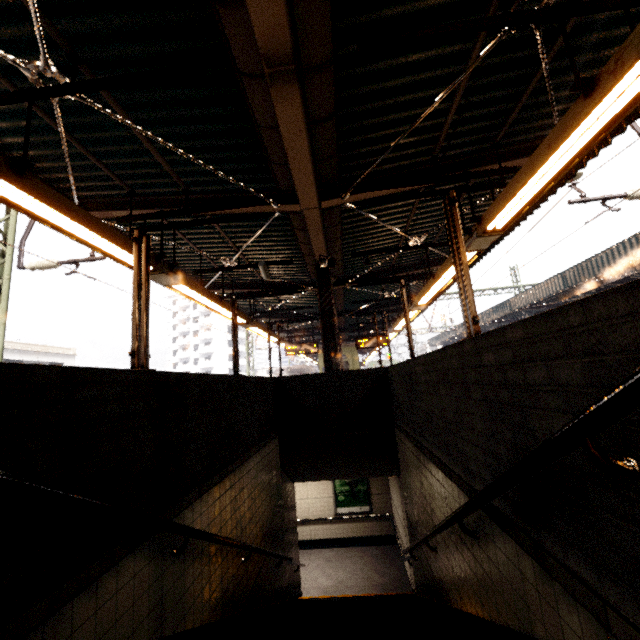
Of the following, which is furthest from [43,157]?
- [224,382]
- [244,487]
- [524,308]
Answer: [524,308]

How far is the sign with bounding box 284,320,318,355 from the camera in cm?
1439

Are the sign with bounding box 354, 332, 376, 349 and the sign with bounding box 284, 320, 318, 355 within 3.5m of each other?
yes

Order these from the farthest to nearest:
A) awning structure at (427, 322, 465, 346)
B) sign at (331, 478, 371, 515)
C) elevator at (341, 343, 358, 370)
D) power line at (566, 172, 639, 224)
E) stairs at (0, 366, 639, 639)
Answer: awning structure at (427, 322, 465, 346), elevator at (341, 343, 358, 370), sign at (331, 478, 371, 515), power line at (566, 172, 639, 224), stairs at (0, 366, 639, 639)

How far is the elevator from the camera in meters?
19.2 m

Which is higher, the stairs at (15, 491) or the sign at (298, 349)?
the sign at (298, 349)

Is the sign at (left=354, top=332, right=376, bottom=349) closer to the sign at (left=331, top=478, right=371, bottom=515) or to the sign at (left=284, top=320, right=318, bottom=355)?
the sign at (left=284, top=320, right=318, bottom=355)

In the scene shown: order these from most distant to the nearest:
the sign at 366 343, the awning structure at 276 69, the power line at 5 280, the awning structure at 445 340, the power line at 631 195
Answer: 1. the awning structure at 445 340
2. the sign at 366 343
3. the power line at 5 280
4. the power line at 631 195
5. the awning structure at 276 69
